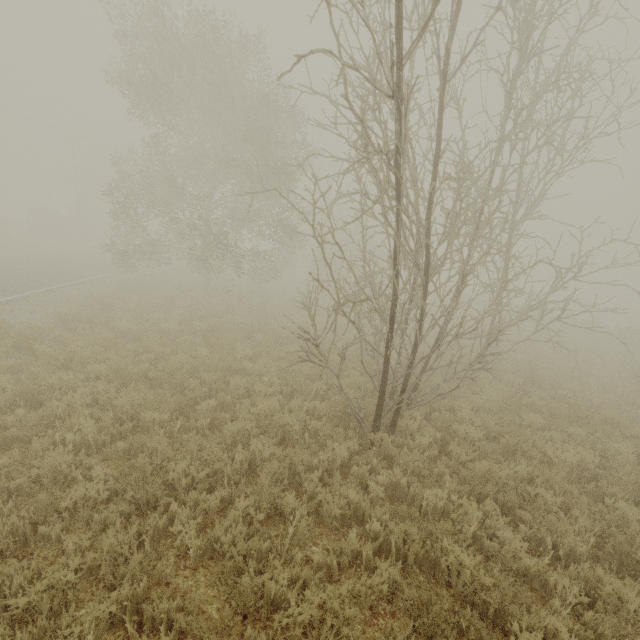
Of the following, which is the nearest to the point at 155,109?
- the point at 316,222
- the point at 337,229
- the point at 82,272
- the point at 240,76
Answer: the point at 240,76
